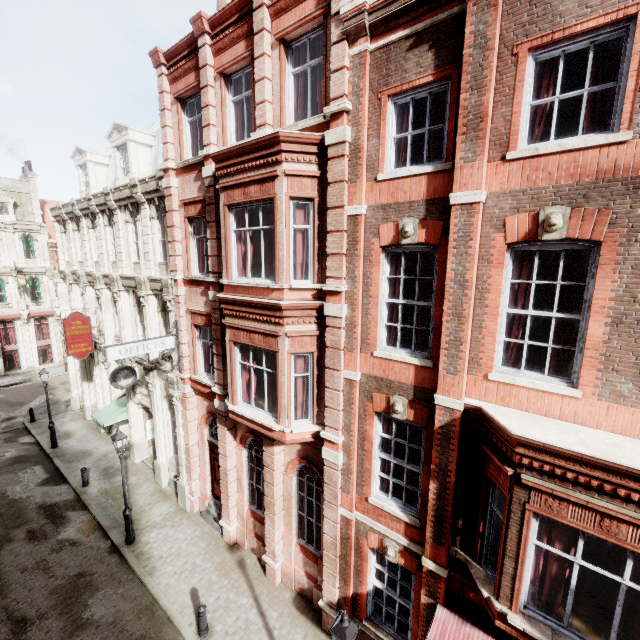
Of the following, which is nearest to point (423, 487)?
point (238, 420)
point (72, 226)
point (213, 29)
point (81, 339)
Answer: point (238, 420)

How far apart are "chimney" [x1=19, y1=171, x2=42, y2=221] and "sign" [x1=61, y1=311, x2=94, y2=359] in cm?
2313

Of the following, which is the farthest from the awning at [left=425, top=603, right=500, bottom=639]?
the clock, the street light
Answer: the clock

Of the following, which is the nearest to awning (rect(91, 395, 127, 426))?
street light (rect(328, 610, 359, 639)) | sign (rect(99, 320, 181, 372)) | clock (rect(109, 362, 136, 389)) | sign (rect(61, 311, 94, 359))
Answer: sign (rect(61, 311, 94, 359))

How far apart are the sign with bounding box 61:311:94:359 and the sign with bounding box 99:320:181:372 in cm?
778

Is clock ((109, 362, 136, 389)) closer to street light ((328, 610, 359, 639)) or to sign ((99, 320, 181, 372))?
sign ((99, 320, 181, 372))

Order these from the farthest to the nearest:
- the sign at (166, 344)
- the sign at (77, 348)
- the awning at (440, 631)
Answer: the sign at (77, 348), the sign at (166, 344), the awning at (440, 631)

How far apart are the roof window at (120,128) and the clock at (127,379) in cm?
762
